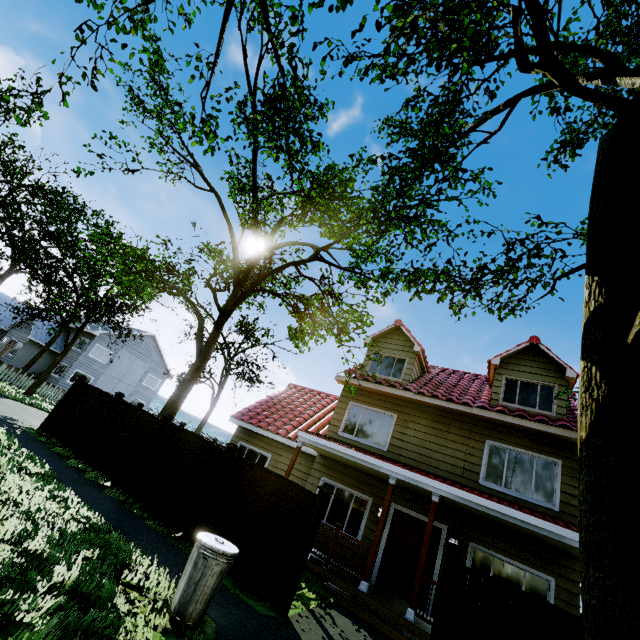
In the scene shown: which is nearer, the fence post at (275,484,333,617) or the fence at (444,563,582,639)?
Result: the fence at (444,563,582,639)

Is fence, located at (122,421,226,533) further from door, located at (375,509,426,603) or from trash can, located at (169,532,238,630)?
door, located at (375,509,426,603)

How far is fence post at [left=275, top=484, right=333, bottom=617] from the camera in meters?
5.9

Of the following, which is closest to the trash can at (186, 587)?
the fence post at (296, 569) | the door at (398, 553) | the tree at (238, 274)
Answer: the fence post at (296, 569)

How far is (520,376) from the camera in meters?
11.2 m

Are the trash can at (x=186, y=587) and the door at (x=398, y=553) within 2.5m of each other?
no

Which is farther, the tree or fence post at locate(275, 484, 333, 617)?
fence post at locate(275, 484, 333, 617)

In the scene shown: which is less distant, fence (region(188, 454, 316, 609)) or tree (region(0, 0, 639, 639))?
tree (region(0, 0, 639, 639))
